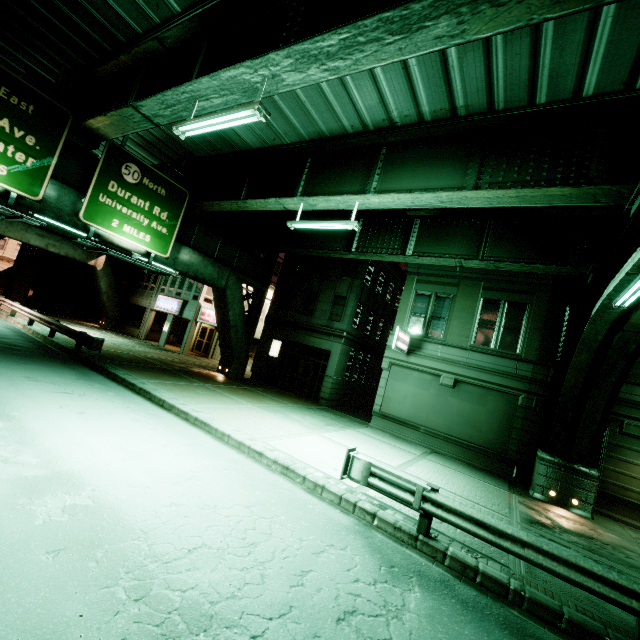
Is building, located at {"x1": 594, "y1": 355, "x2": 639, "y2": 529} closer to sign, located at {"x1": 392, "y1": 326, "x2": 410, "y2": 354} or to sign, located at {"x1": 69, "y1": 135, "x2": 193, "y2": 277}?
sign, located at {"x1": 392, "y1": 326, "x2": 410, "y2": 354}

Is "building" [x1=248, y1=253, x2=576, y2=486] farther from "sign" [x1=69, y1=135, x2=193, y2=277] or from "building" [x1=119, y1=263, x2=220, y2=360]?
"sign" [x1=69, y1=135, x2=193, y2=277]

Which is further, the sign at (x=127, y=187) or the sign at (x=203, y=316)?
the sign at (x=203, y=316)

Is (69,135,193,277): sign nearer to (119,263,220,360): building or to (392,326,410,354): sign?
(119,263,220,360): building

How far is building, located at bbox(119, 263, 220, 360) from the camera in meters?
28.2

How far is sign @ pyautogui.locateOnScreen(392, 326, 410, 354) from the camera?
15.90m

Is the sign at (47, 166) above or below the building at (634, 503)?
above

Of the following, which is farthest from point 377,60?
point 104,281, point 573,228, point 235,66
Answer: point 104,281
